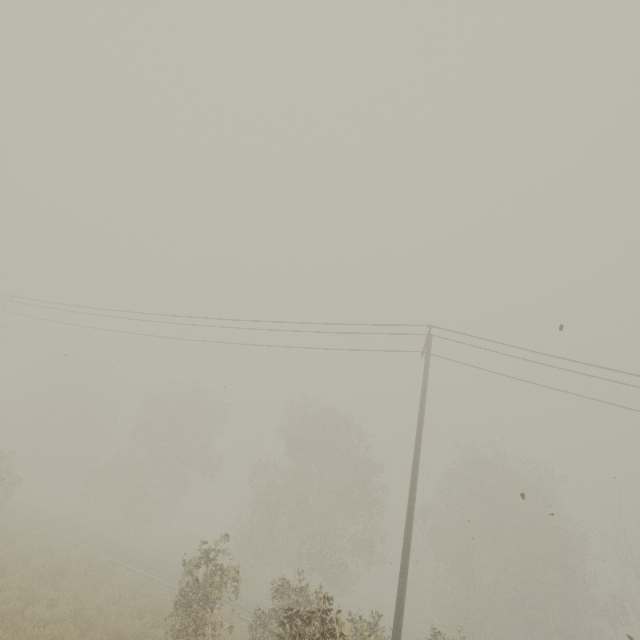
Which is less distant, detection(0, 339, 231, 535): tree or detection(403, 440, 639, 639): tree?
detection(403, 440, 639, 639): tree

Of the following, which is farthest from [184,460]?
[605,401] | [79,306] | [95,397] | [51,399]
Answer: [605,401]

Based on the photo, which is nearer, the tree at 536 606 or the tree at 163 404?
the tree at 536 606
